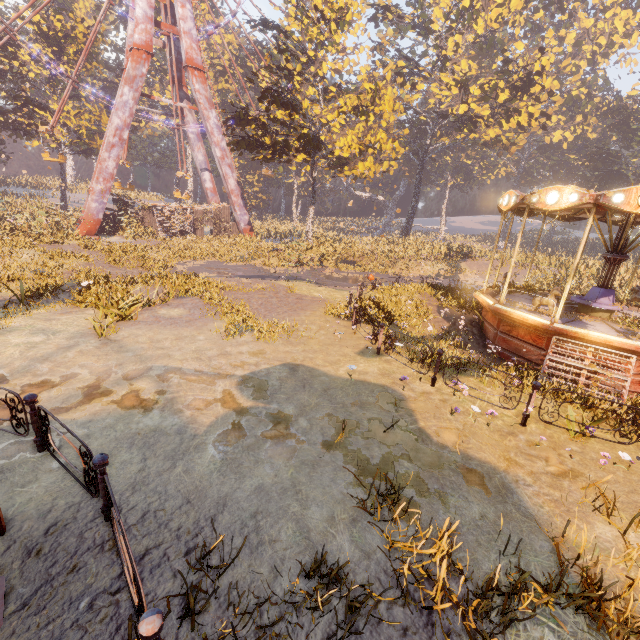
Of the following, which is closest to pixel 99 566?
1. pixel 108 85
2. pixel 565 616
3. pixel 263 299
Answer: pixel 565 616

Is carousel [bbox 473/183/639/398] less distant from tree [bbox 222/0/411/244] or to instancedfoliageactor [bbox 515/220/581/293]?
instancedfoliageactor [bbox 515/220/581/293]

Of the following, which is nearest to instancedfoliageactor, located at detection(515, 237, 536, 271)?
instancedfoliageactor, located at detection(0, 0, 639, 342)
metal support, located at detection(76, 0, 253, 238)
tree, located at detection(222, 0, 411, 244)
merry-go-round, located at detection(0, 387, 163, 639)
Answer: instancedfoliageactor, located at detection(0, 0, 639, 342)

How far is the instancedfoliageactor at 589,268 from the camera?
19.0 meters

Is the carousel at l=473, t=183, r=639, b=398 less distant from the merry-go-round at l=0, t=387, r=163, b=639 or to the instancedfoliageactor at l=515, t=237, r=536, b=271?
the merry-go-round at l=0, t=387, r=163, b=639

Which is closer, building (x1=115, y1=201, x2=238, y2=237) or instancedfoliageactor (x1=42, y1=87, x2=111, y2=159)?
building (x1=115, y1=201, x2=238, y2=237)

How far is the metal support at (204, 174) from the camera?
36.2 meters

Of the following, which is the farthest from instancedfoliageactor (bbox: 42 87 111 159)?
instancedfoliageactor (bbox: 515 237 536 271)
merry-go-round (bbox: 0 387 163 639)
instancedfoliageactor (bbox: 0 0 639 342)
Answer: instancedfoliageactor (bbox: 515 237 536 271)
